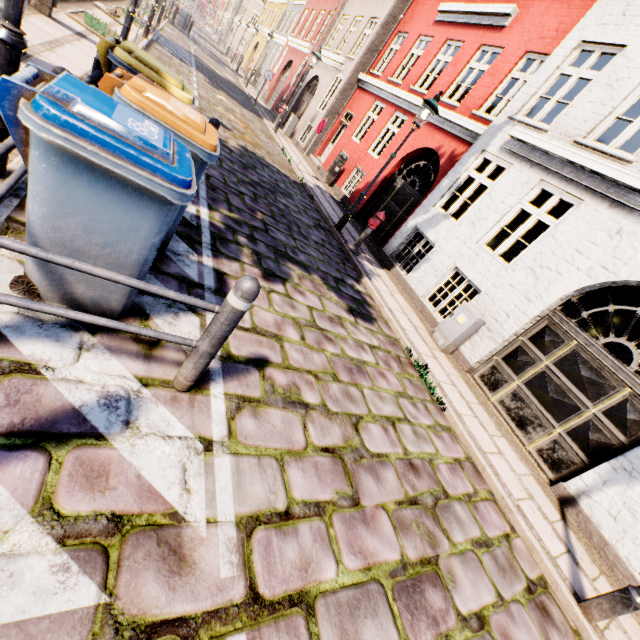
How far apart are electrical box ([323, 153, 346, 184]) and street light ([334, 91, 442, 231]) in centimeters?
599cm

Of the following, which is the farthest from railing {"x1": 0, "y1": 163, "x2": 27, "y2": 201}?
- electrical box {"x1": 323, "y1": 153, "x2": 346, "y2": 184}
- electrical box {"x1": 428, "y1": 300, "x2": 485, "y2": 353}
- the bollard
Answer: electrical box {"x1": 323, "y1": 153, "x2": 346, "y2": 184}

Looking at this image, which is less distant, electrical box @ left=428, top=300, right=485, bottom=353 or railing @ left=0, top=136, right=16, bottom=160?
railing @ left=0, top=136, right=16, bottom=160

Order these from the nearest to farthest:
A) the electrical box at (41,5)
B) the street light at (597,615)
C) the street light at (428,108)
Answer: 1. the street light at (597,615)
2. the electrical box at (41,5)
3. the street light at (428,108)

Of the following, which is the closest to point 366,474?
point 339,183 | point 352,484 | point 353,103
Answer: point 352,484

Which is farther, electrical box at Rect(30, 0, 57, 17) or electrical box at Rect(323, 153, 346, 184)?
electrical box at Rect(323, 153, 346, 184)

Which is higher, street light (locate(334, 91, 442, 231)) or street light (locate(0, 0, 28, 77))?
street light (locate(334, 91, 442, 231))

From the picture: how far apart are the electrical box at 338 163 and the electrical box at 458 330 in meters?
9.6
